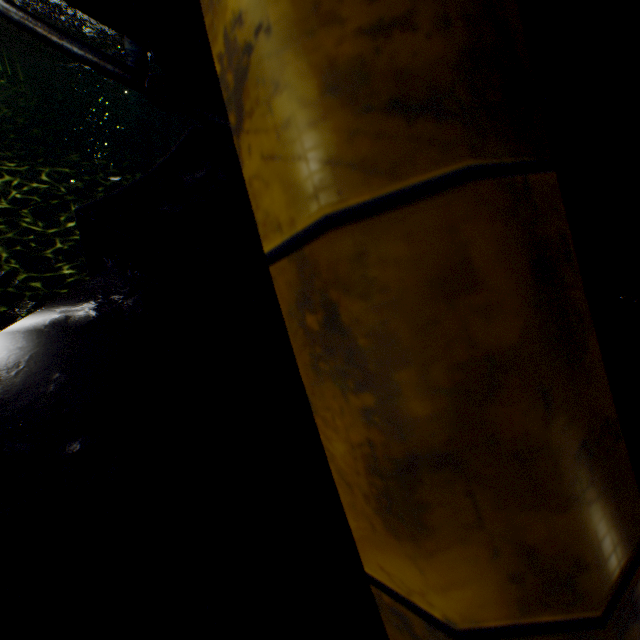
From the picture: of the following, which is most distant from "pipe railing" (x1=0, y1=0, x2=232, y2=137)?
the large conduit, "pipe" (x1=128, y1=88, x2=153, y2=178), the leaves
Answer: "pipe" (x1=128, y1=88, x2=153, y2=178)

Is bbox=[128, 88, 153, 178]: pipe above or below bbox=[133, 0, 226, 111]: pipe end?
below

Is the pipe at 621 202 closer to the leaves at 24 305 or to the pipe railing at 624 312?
the pipe railing at 624 312

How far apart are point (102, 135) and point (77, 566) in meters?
15.3

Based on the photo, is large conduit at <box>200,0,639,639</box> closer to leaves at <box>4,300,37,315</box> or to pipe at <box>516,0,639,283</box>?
pipe at <box>516,0,639,283</box>

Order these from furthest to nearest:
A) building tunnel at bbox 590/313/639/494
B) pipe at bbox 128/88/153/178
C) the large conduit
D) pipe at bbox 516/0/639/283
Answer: pipe at bbox 128/88/153/178, building tunnel at bbox 590/313/639/494, pipe at bbox 516/0/639/283, the large conduit

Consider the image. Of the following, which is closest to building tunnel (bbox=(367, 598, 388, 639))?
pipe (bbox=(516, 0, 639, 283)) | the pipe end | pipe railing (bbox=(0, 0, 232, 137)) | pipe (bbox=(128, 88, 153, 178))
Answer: pipe railing (bbox=(0, 0, 232, 137))

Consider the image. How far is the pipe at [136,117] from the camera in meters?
8.1 m
